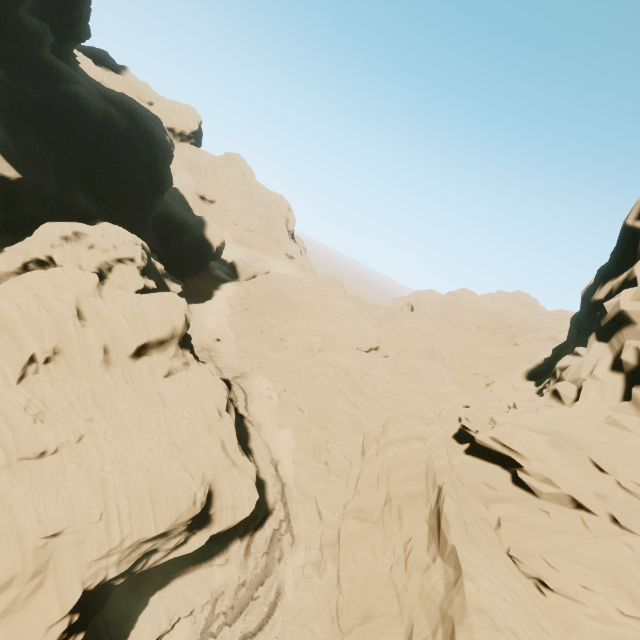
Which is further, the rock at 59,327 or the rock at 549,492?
the rock at 59,327

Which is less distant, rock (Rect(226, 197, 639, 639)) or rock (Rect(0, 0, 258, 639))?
rock (Rect(226, 197, 639, 639))

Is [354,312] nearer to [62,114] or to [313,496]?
[313,496]
